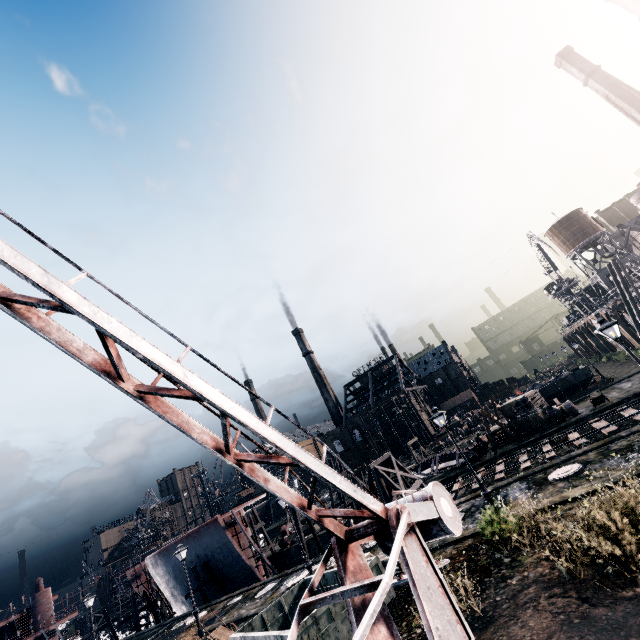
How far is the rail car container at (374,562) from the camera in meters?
10.2 m

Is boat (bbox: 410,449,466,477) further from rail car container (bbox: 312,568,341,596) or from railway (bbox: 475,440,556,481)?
rail car container (bbox: 312,568,341,596)

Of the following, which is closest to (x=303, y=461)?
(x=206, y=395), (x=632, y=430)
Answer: (x=206, y=395)

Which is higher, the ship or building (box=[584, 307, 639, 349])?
the ship

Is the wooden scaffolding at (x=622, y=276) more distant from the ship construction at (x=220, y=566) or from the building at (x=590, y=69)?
the ship construction at (x=220, y=566)

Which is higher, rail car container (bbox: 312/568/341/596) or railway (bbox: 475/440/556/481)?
rail car container (bbox: 312/568/341/596)

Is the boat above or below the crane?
below

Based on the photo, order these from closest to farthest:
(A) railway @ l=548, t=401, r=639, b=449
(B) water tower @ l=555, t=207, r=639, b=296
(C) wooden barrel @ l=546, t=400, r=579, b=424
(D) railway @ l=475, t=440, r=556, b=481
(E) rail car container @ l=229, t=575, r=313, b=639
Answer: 1. (E) rail car container @ l=229, t=575, r=313, b=639
2. (A) railway @ l=548, t=401, r=639, b=449
3. (D) railway @ l=475, t=440, r=556, b=481
4. (C) wooden barrel @ l=546, t=400, r=579, b=424
5. (B) water tower @ l=555, t=207, r=639, b=296
